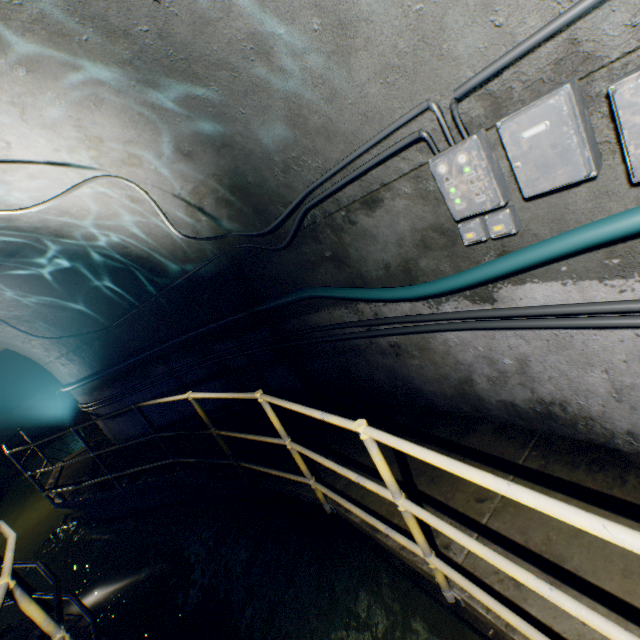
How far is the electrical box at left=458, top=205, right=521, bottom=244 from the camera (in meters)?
1.81

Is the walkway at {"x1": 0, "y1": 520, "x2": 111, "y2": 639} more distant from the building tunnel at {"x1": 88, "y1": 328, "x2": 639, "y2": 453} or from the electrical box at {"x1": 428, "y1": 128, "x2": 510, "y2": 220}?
the electrical box at {"x1": 428, "y1": 128, "x2": 510, "y2": 220}

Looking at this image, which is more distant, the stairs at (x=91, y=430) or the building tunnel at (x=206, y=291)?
the stairs at (x=91, y=430)

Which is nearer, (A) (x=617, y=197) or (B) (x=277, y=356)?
(A) (x=617, y=197)

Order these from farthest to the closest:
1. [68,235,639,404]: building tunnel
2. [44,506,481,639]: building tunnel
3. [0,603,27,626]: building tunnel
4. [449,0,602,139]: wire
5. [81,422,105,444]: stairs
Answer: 1. [81,422,105,444]: stairs
2. [0,603,27,626]: building tunnel
3. [44,506,481,639]: building tunnel
4. [68,235,639,404]: building tunnel
5. [449,0,602,139]: wire

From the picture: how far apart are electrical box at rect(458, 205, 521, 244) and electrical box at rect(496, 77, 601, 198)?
0.11m

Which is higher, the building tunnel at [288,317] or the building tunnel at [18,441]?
the building tunnel at [288,317]
